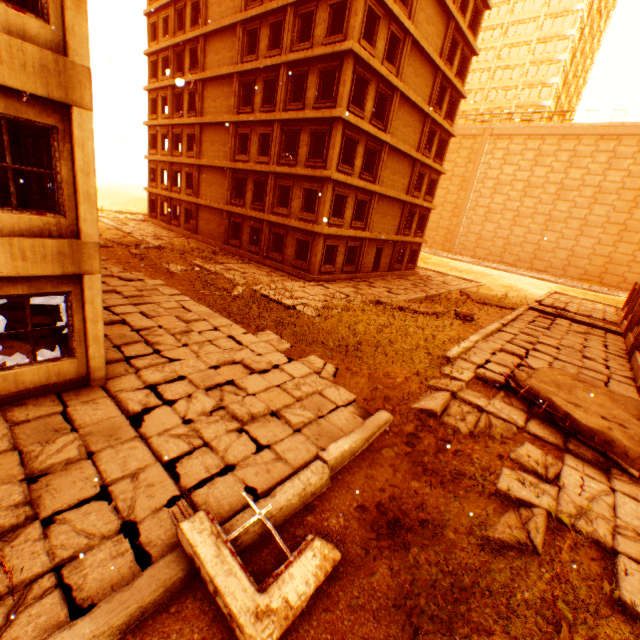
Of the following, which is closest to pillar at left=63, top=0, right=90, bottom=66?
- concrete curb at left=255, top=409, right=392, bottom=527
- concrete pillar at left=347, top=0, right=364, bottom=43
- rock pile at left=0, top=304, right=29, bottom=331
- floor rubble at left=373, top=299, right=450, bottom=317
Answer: rock pile at left=0, top=304, right=29, bottom=331

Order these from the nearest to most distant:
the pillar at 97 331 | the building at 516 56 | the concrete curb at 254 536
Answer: the concrete curb at 254 536, the pillar at 97 331, the building at 516 56

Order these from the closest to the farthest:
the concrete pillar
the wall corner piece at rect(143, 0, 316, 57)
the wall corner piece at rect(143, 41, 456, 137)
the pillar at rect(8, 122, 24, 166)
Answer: the pillar at rect(8, 122, 24, 166)
the concrete pillar
the wall corner piece at rect(143, 41, 456, 137)
the wall corner piece at rect(143, 0, 316, 57)

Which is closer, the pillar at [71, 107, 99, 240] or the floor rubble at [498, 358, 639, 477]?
the pillar at [71, 107, 99, 240]

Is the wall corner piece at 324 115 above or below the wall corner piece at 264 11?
below

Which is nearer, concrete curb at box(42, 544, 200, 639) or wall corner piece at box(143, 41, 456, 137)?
concrete curb at box(42, 544, 200, 639)

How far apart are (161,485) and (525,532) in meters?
5.8 m

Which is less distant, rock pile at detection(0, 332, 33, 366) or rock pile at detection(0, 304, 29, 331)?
rock pile at detection(0, 332, 33, 366)
